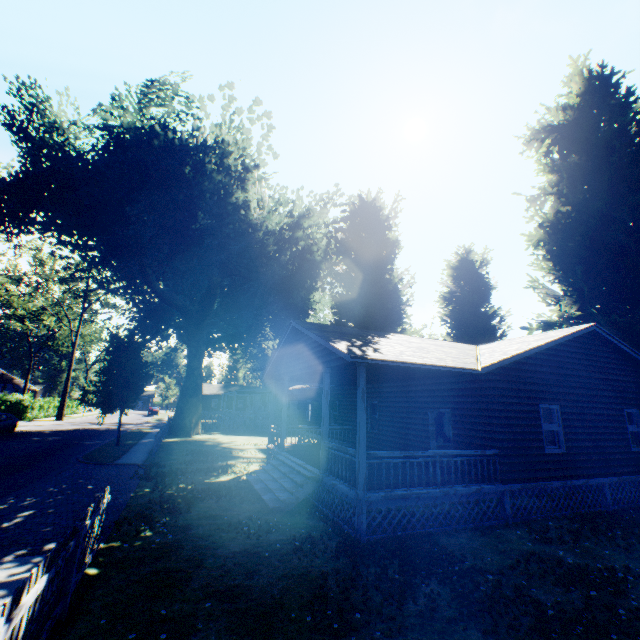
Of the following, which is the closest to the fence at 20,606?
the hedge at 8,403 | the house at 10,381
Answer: the hedge at 8,403

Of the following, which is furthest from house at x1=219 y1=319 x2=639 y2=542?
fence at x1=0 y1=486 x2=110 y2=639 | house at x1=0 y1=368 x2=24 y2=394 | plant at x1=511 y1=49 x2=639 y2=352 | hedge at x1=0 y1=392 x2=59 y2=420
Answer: house at x1=0 y1=368 x2=24 y2=394

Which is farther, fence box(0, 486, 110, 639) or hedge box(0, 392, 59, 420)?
hedge box(0, 392, 59, 420)

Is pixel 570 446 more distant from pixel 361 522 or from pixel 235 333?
pixel 235 333

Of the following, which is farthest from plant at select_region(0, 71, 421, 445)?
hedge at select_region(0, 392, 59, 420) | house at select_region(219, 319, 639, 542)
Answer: hedge at select_region(0, 392, 59, 420)

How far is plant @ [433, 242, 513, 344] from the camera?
26.06m

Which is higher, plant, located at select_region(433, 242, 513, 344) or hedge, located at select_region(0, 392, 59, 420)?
plant, located at select_region(433, 242, 513, 344)

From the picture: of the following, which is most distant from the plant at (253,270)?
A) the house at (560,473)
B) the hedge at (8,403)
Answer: the hedge at (8,403)
